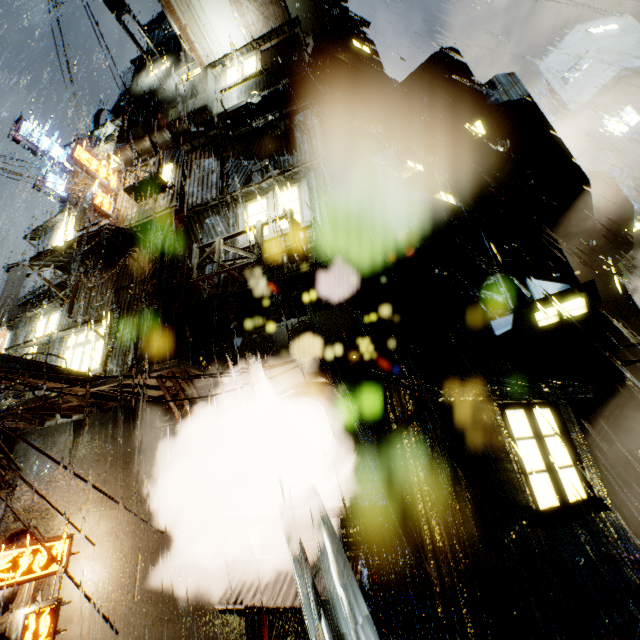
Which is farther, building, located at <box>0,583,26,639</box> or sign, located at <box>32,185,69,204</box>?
sign, located at <box>32,185,69,204</box>

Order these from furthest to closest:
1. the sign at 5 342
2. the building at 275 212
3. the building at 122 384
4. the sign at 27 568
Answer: the sign at 5 342
the building at 122 384
the sign at 27 568
the building at 275 212

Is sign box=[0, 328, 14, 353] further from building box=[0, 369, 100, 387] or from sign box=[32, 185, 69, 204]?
sign box=[32, 185, 69, 204]

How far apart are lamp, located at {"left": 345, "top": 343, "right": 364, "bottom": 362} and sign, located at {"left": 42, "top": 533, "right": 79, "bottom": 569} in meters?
8.4

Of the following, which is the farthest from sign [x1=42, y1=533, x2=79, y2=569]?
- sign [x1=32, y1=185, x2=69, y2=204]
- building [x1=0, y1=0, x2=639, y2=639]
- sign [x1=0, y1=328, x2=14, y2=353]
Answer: sign [x1=32, y1=185, x2=69, y2=204]

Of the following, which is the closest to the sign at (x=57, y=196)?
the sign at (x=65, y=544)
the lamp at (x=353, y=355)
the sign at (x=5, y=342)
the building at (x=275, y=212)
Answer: the building at (x=275, y=212)

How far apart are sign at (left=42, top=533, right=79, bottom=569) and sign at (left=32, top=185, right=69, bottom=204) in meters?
16.3 m

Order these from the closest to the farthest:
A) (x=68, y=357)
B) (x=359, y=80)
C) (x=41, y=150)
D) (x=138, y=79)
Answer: (x=68, y=357) < (x=359, y=80) < (x=138, y=79) < (x=41, y=150)
